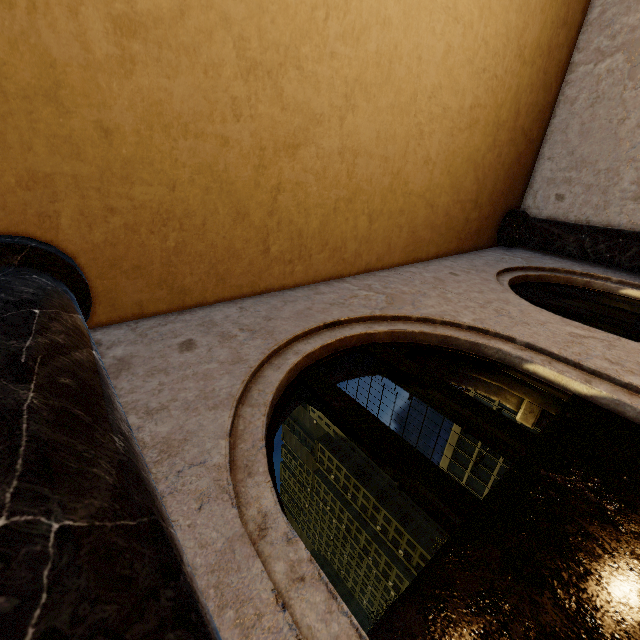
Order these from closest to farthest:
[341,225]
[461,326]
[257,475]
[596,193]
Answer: [257,475] → [461,326] → [341,225] → [596,193]
